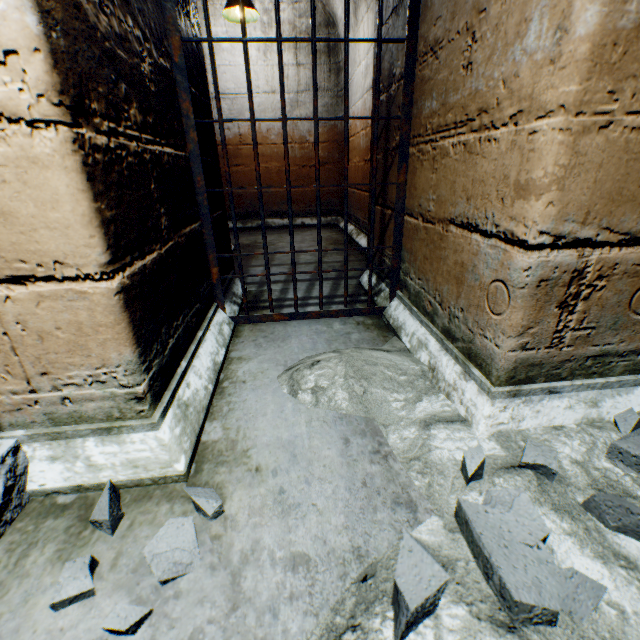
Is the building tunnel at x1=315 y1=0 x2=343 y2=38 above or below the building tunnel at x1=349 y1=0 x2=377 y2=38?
above

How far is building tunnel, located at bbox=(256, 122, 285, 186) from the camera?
5.0m

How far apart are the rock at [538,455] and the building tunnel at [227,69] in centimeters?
494cm

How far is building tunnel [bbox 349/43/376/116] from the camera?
2.2 meters

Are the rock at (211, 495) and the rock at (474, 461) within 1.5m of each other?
yes

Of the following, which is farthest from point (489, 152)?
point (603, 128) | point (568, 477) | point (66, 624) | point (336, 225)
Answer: point (336, 225)

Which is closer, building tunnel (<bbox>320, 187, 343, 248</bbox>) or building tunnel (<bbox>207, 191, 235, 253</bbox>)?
building tunnel (<bbox>207, 191, 235, 253</bbox>)

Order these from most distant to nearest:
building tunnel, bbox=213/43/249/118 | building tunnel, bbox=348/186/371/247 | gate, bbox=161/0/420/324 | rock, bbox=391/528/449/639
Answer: building tunnel, bbox=213/43/249/118 → building tunnel, bbox=348/186/371/247 → gate, bbox=161/0/420/324 → rock, bbox=391/528/449/639
